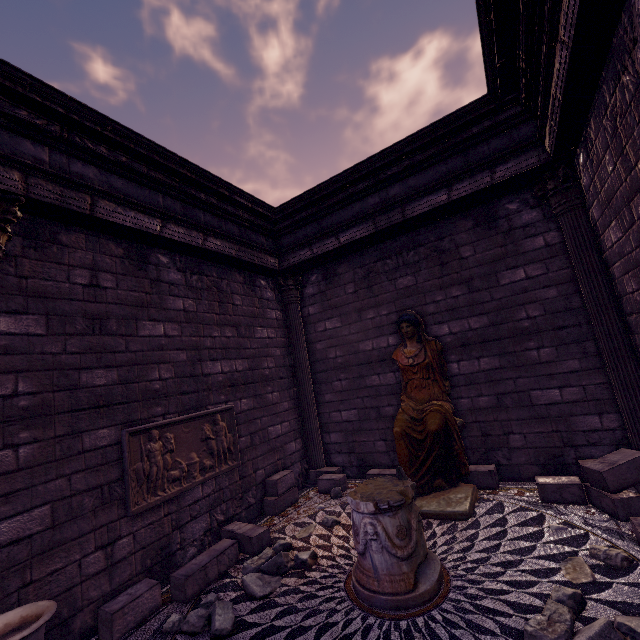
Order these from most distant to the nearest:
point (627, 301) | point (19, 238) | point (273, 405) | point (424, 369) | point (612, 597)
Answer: point (273, 405) → point (424, 369) → point (627, 301) → point (19, 238) → point (612, 597)

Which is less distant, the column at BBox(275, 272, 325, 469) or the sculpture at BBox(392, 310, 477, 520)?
the sculpture at BBox(392, 310, 477, 520)

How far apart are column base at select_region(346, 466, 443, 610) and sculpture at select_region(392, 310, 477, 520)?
0.9m

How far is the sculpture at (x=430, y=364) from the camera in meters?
4.9 m

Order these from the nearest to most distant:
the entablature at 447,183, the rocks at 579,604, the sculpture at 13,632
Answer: the sculpture at 13,632 → the rocks at 579,604 → the entablature at 447,183

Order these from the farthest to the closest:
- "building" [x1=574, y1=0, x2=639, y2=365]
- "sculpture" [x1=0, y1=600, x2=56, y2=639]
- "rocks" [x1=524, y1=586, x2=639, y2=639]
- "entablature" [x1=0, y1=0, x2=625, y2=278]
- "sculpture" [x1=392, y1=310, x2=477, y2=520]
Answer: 1. "sculpture" [x1=392, y1=310, x2=477, y2=520]
2. "entablature" [x1=0, y1=0, x2=625, y2=278]
3. "building" [x1=574, y1=0, x2=639, y2=365]
4. "rocks" [x1=524, y1=586, x2=639, y2=639]
5. "sculpture" [x1=0, y1=600, x2=56, y2=639]

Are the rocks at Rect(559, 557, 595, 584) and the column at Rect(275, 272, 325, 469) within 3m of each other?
no

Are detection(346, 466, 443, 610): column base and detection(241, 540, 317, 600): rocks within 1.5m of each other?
yes
